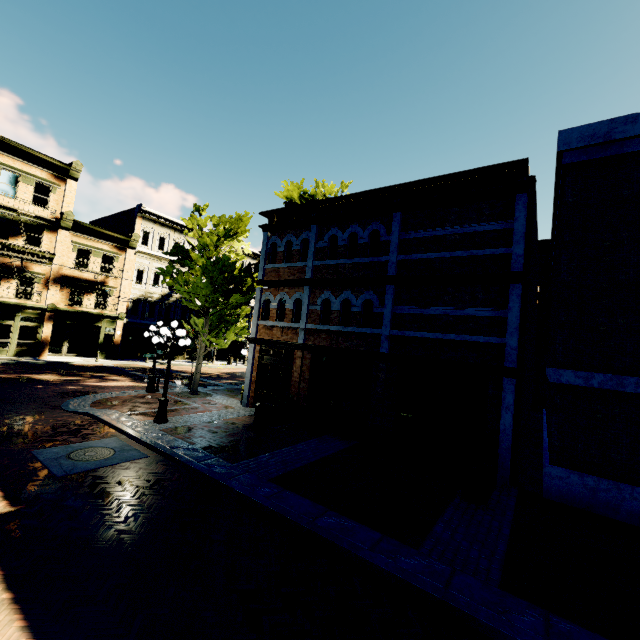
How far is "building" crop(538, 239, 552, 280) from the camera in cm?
2642

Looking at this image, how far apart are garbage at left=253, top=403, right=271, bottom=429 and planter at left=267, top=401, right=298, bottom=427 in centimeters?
7cm

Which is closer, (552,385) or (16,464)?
(16,464)

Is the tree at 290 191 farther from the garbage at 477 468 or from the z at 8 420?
the garbage at 477 468

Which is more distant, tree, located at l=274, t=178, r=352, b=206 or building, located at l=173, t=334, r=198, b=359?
building, located at l=173, t=334, r=198, b=359

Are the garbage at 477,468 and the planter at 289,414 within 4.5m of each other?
no

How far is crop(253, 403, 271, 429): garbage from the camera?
11.98m
